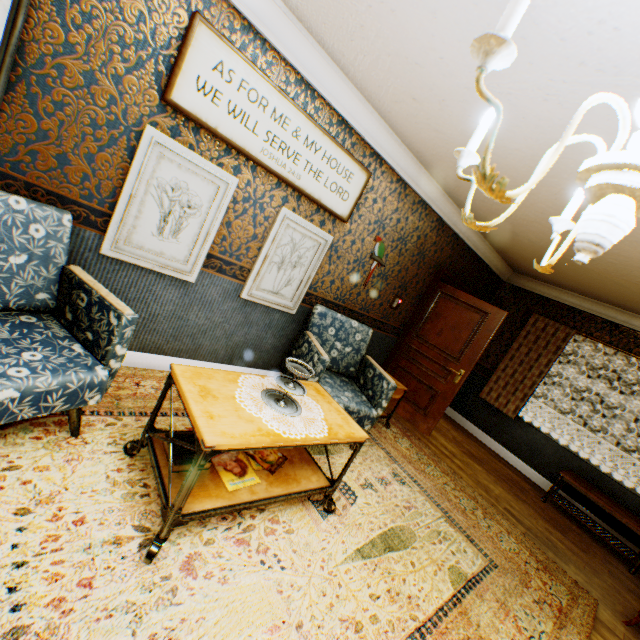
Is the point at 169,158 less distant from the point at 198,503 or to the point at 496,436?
the point at 198,503

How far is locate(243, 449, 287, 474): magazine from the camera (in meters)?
2.21

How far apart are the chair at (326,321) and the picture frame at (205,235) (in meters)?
1.29

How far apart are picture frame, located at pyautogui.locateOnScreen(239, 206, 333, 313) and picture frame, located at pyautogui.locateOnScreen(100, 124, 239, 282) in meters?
0.5 m

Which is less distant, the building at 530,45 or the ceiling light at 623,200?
the ceiling light at 623,200

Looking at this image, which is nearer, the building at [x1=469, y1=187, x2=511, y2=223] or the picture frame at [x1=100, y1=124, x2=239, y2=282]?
the picture frame at [x1=100, y1=124, x2=239, y2=282]

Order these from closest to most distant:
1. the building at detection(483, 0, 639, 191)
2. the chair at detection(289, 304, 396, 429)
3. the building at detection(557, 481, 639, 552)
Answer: the building at detection(483, 0, 639, 191)
the chair at detection(289, 304, 396, 429)
the building at detection(557, 481, 639, 552)
